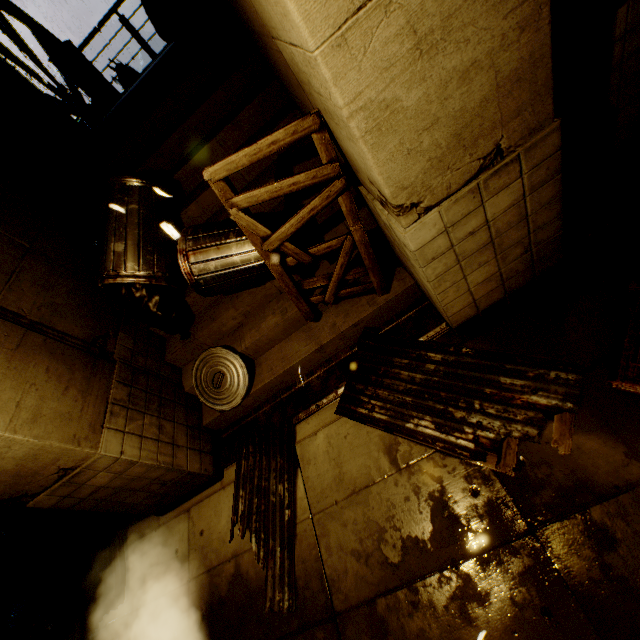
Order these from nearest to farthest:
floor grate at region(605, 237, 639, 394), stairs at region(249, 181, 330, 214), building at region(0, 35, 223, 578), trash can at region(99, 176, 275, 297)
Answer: floor grate at region(605, 237, 639, 394) → building at region(0, 35, 223, 578) → trash can at region(99, 176, 275, 297) → stairs at region(249, 181, 330, 214)

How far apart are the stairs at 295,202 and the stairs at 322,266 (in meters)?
0.51

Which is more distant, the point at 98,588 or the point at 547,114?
the point at 98,588

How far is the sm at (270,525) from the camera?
3.5m

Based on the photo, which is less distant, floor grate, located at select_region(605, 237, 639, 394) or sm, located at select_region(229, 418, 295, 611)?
floor grate, located at select_region(605, 237, 639, 394)

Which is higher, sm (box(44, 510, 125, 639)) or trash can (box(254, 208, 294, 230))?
trash can (box(254, 208, 294, 230))

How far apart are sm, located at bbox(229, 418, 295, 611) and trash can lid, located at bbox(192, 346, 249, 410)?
0.4 meters

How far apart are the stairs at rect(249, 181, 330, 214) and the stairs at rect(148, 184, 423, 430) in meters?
0.5 m
